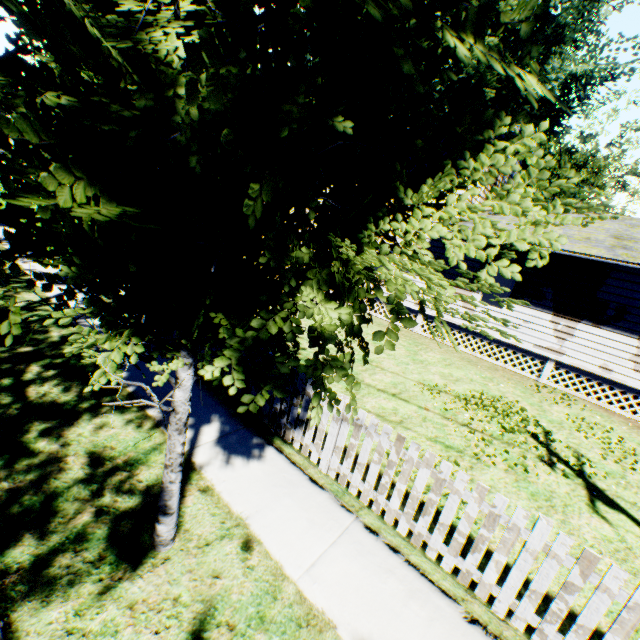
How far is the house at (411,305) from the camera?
14.16m

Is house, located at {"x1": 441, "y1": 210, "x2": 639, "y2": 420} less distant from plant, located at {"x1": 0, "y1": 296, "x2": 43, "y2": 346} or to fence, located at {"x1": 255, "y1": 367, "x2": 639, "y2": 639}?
plant, located at {"x1": 0, "y1": 296, "x2": 43, "y2": 346}

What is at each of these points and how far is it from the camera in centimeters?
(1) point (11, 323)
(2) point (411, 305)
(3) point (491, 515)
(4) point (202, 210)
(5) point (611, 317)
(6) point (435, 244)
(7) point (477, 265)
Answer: (1) plant, 239cm
(2) house, 1438cm
(3) fence, 338cm
(4) plant, 188cm
(5) house, 1024cm
(6) house, 1355cm
(7) house, 1259cm

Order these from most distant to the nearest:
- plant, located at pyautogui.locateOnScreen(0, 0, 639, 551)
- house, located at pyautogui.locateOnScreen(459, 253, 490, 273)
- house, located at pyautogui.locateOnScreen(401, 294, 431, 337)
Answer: house, located at pyautogui.locateOnScreen(401, 294, 431, 337) < house, located at pyautogui.locateOnScreen(459, 253, 490, 273) < plant, located at pyautogui.locateOnScreen(0, 0, 639, 551)

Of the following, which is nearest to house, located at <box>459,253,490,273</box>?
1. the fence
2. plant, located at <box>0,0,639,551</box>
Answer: plant, located at <box>0,0,639,551</box>
